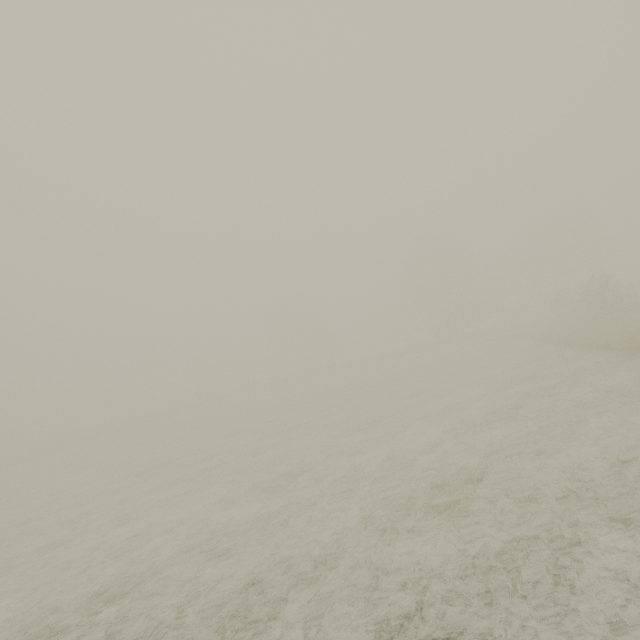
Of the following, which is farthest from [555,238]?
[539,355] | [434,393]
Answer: [434,393]
